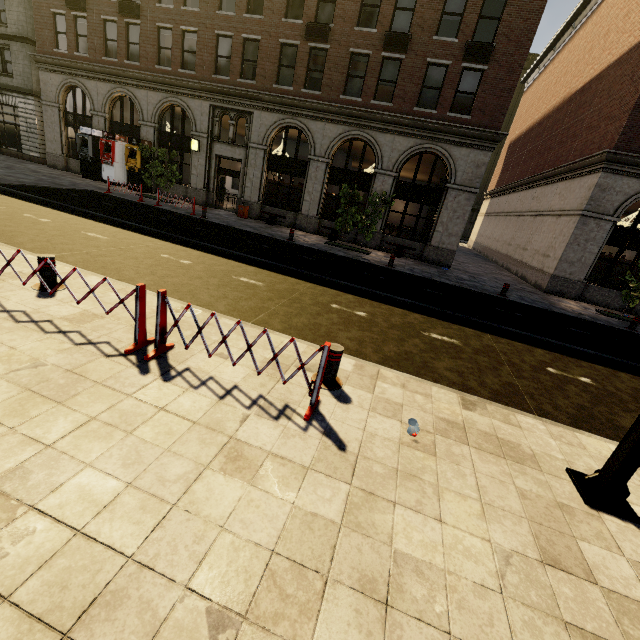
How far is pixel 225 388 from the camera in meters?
3.9 m

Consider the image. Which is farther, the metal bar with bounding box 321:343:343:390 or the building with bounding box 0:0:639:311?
the building with bounding box 0:0:639:311

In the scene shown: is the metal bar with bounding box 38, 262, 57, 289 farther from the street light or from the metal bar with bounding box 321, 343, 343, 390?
the street light

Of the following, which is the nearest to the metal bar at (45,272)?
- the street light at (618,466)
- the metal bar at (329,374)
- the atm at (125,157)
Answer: the metal bar at (329,374)

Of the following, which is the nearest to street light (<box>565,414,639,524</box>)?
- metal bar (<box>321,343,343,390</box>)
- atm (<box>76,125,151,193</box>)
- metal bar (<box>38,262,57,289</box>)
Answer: metal bar (<box>321,343,343,390</box>)

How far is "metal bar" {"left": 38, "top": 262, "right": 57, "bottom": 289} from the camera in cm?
525

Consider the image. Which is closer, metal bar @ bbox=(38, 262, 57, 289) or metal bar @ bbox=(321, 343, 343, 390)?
metal bar @ bbox=(321, 343, 343, 390)

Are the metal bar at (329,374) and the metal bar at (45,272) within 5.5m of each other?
yes
